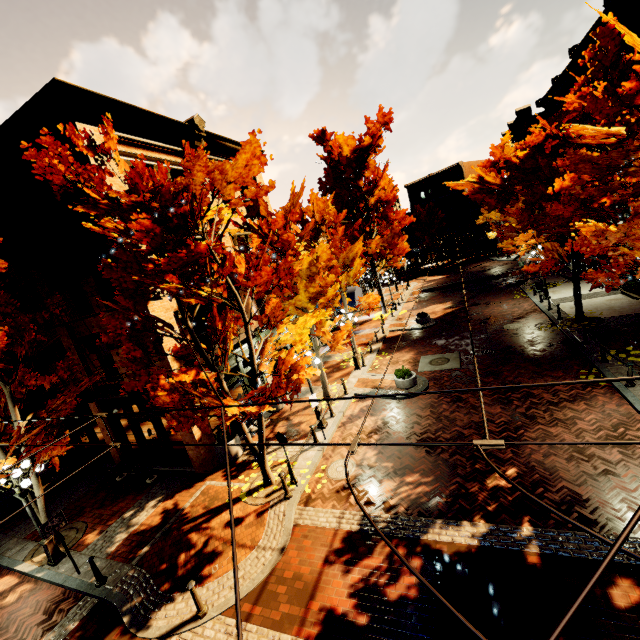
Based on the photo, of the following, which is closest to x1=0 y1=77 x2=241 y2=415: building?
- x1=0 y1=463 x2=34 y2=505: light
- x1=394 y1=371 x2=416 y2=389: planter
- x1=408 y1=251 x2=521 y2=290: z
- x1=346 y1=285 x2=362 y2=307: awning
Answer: x1=346 y1=285 x2=362 y2=307: awning

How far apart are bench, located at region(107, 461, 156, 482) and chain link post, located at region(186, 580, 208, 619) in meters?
7.0

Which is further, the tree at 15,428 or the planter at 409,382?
the planter at 409,382

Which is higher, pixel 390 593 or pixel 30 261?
pixel 30 261

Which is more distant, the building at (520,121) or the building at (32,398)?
the building at (520,121)

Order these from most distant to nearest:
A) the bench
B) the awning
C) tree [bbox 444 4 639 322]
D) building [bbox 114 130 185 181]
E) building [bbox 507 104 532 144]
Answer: building [bbox 507 104 532 144]
the awning
the bench
building [bbox 114 130 185 181]
tree [bbox 444 4 639 322]

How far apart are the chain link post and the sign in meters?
4.7

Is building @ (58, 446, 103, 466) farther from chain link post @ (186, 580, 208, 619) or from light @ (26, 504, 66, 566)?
chain link post @ (186, 580, 208, 619)
